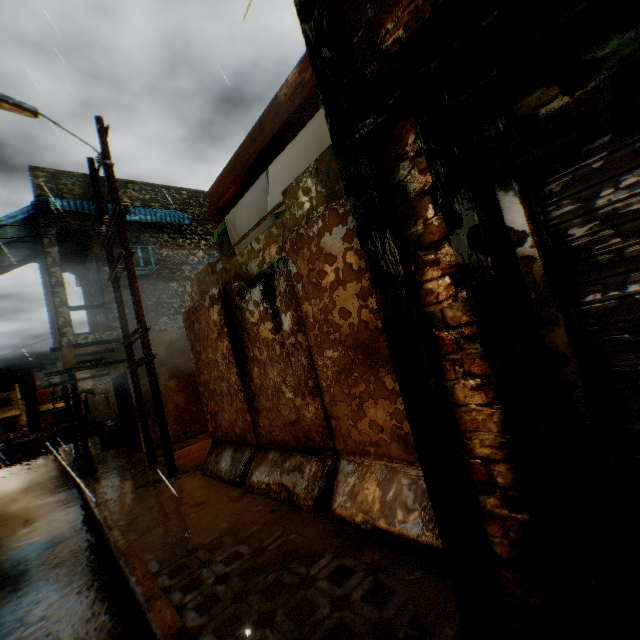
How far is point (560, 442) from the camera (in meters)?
1.65

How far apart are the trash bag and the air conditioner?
6.9 meters

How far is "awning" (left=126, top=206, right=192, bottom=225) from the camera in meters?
10.4 m

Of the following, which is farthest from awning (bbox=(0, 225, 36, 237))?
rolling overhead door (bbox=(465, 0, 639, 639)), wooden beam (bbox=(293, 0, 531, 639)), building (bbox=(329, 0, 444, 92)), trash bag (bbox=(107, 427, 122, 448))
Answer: trash bag (bbox=(107, 427, 122, 448))

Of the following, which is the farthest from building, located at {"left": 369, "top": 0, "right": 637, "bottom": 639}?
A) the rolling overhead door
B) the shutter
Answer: the shutter

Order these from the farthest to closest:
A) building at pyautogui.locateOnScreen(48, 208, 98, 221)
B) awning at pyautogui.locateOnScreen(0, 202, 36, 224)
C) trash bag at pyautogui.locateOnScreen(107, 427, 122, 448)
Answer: trash bag at pyautogui.locateOnScreen(107, 427, 122, 448)
building at pyautogui.locateOnScreen(48, 208, 98, 221)
awning at pyautogui.locateOnScreen(0, 202, 36, 224)

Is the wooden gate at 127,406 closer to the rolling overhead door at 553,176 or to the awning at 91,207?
the rolling overhead door at 553,176

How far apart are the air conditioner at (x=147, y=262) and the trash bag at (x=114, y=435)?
6.9m
